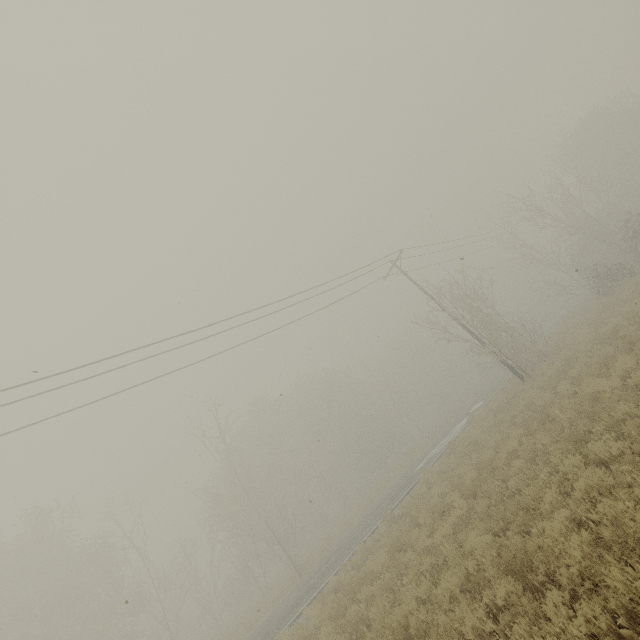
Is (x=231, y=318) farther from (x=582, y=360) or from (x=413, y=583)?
(x=582, y=360)
